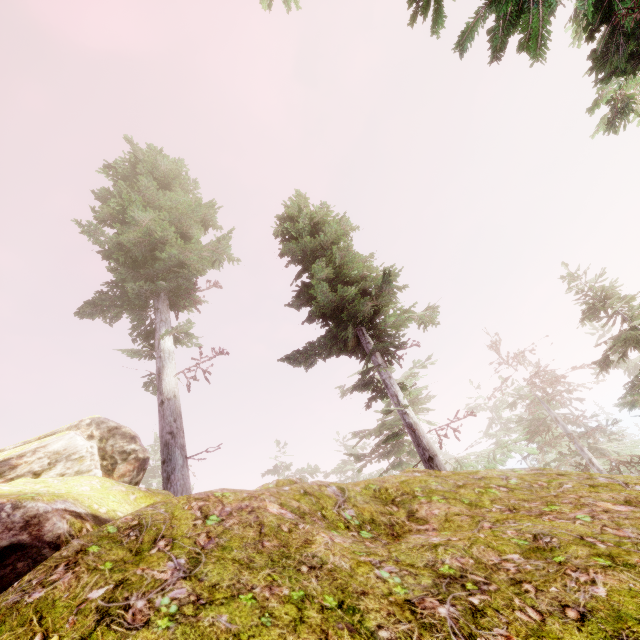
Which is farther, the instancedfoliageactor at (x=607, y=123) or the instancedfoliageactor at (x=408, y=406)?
the instancedfoliageactor at (x=408, y=406)

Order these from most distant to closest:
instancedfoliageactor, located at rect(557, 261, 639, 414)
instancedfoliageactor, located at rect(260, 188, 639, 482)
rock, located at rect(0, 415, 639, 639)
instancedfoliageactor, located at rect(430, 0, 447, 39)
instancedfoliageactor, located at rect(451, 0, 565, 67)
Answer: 1. instancedfoliageactor, located at rect(557, 261, 639, 414)
2. instancedfoliageactor, located at rect(260, 188, 639, 482)
3. instancedfoliageactor, located at rect(430, 0, 447, 39)
4. instancedfoliageactor, located at rect(451, 0, 565, 67)
5. rock, located at rect(0, 415, 639, 639)

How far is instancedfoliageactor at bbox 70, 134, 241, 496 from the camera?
10.66m

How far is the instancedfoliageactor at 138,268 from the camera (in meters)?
10.66

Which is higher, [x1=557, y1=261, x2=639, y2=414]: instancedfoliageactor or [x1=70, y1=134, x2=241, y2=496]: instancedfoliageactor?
[x1=70, y1=134, x2=241, y2=496]: instancedfoliageactor

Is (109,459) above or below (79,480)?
above

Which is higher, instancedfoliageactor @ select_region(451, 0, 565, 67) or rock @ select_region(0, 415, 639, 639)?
instancedfoliageactor @ select_region(451, 0, 565, 67)
